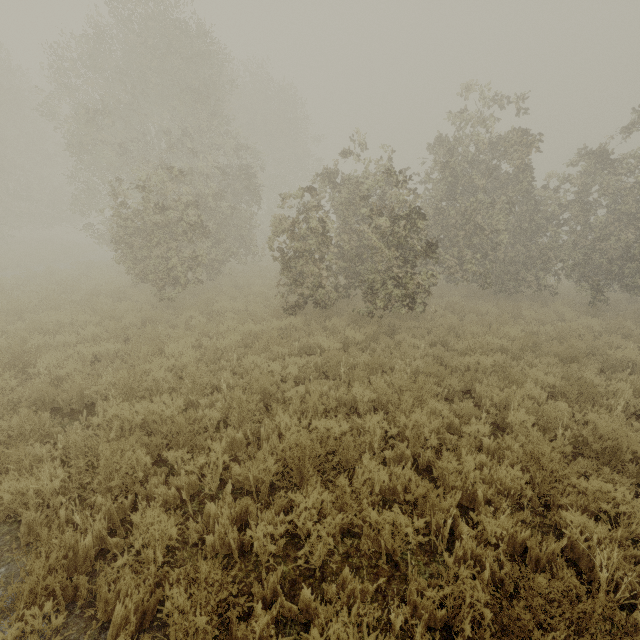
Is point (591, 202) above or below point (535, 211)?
above
